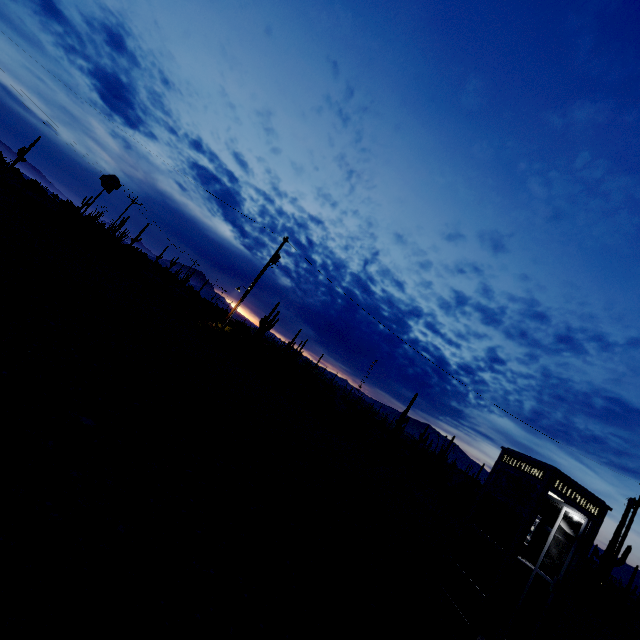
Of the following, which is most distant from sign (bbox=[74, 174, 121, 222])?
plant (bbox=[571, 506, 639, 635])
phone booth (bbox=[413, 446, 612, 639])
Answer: plant (bbox=[571, 506, 639, 635])

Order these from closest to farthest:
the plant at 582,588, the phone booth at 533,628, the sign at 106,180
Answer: the phone booth at 533,628, the plant at 582,588, the sign at 106,180

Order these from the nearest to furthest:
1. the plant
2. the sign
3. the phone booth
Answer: the phone booth → the plant → the sign

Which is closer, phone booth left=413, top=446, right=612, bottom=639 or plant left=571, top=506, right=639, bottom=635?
phone booth left=413, top=446, right=612, bottom=639

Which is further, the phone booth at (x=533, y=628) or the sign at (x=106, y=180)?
the sign at (x=106, y=180)

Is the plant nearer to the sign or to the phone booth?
the phone booth

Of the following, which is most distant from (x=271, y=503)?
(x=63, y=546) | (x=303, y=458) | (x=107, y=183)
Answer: (x=107, y=183)
